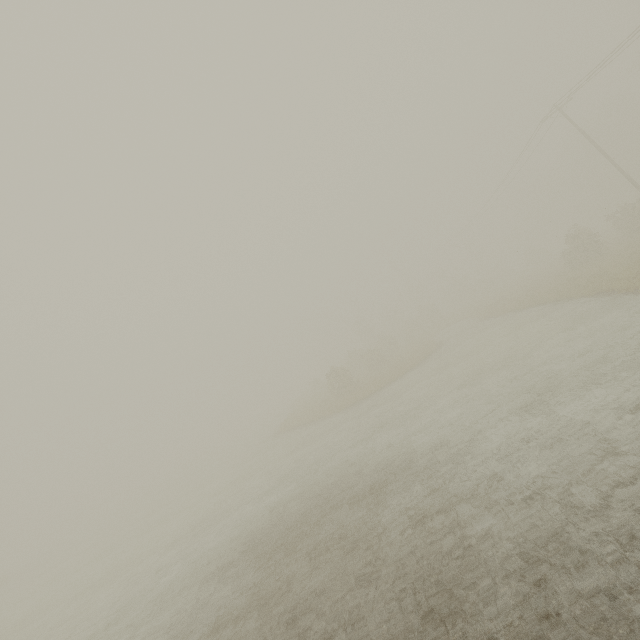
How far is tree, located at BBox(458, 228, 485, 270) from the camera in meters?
49.9 m

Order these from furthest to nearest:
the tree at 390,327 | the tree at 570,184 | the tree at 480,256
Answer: the tree at 480,256, the tree at 390,327, the tree at 570,184

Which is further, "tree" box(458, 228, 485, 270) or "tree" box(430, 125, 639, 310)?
"tree" box(458, 228, 485, 270)

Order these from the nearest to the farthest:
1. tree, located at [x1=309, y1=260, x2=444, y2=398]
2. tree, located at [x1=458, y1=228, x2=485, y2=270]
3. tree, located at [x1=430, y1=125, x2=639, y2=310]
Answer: tree, located at [x1=430, y1=125, x2=639, y2=310], tree, located at [x1=309, y1=260, x2=444, y2=398], tree, located at [x1=458, y1=228, x2=485, y2=270]

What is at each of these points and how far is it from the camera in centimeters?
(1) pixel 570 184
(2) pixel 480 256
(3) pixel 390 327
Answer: (1) tree, 5744cm
(2) tree, 5075cm
(3) tree, 5838cm

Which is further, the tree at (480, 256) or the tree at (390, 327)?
the tree at (480, 256)
